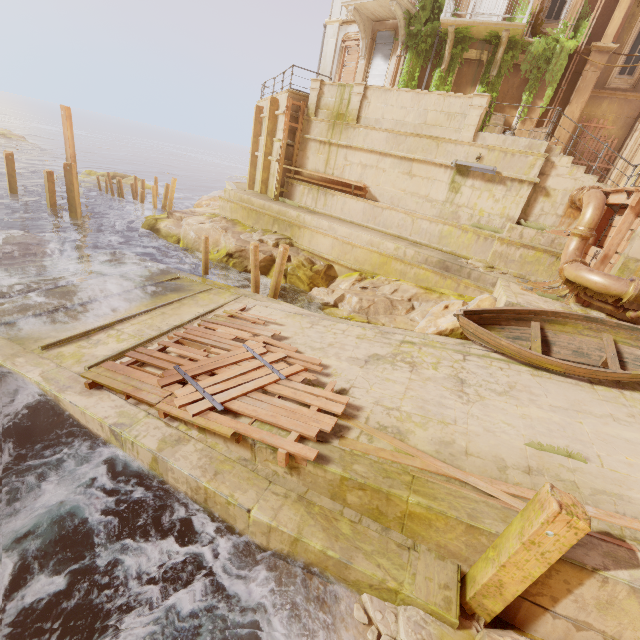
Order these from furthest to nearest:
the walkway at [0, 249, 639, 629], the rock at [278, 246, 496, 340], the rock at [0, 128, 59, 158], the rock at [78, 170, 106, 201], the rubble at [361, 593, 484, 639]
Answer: the rock at [0, 128, 59, 158]
the rock at [78, 170, 106, 201]
the rock at [278, 246, 496, 340]
the walkway at [0, 249, 639, 629]
the rubble at [361, 593, 484, 639]

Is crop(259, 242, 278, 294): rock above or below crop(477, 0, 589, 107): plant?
below

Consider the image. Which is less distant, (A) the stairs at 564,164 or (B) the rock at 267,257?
(A) the stairs at 564,164

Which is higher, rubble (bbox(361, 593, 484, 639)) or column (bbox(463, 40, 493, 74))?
column (bbox(463, 40, 493, 74))

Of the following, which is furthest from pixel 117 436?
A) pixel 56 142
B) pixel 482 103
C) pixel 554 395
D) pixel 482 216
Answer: pixel 56 142

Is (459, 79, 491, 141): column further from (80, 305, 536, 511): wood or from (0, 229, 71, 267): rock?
(0, 229, 71, 267): rock

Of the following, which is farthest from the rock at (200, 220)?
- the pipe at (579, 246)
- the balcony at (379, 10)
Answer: the balcony at (379, 10)

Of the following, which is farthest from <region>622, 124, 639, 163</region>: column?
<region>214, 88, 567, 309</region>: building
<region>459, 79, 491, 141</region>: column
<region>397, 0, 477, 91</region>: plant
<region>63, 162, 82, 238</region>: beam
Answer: <region>63, 162, 82, 238</region>: beam
